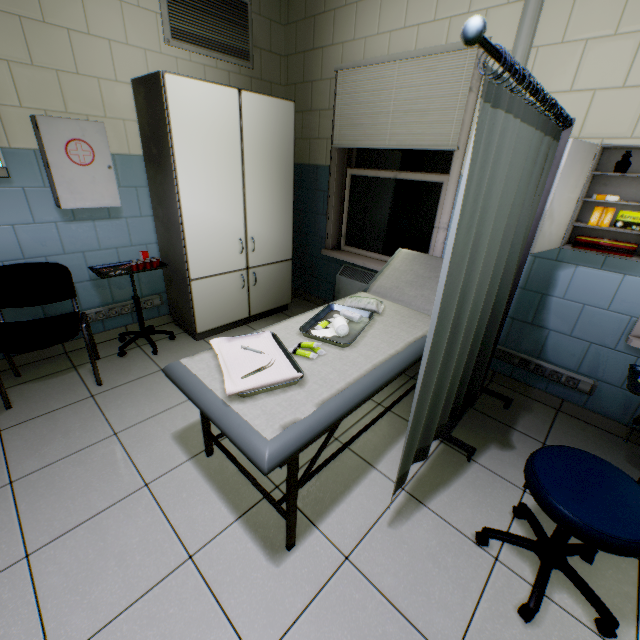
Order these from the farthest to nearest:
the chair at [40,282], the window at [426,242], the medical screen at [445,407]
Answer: the window at [426,242] → the chair at [40,282] → the medical screen at [445,407]

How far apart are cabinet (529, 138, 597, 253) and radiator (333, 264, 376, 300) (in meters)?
1.29

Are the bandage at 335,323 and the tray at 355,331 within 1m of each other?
yes

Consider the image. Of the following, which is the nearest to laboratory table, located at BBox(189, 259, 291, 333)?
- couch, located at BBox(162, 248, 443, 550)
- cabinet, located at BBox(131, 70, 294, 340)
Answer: cabinet, located at BBox(131, 70, 294, 340)

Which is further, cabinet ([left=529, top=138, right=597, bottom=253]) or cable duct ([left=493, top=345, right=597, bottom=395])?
cable duct ([left=493, top=345, right=597, bottom=395])

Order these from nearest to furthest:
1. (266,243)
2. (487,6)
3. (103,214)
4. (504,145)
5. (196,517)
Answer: (504,145) < (196,517) < (487,6) < (103,214) < (266,243)

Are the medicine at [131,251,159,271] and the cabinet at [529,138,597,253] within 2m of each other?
no

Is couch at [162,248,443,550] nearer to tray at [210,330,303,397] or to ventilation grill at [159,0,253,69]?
tray at [210,330,303,397]
